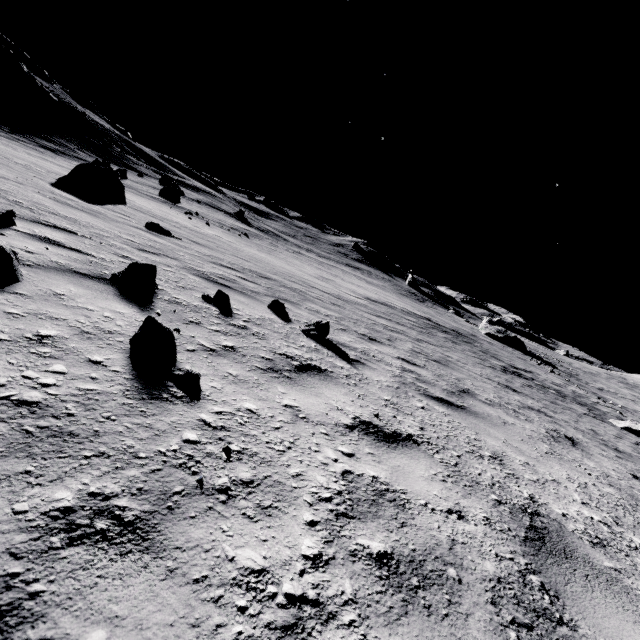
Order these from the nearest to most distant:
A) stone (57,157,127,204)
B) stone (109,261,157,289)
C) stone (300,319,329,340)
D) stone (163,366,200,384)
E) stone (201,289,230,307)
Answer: stone (163,366,200,384) → stone (109,261,157,289) → stone (201,289,230,307) → stone (300,319,329,340) → stone (57,157,127,204)

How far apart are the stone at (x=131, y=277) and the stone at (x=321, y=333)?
2.0 meters

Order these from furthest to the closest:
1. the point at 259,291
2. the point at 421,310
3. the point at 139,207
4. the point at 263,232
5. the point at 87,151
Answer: the point at 263,232
the point at 87,151
the point at 421,310
the point at 139,207
the point at 259,291

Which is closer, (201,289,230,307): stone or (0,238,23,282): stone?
(0,238,23,282): stone

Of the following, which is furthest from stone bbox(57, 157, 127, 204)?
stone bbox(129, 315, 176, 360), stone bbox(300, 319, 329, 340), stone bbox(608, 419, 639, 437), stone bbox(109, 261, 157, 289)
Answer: stone bbox(608, 419, 639, 437)

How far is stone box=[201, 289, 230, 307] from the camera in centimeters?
415cm

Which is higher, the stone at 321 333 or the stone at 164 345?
the stone at 164 345

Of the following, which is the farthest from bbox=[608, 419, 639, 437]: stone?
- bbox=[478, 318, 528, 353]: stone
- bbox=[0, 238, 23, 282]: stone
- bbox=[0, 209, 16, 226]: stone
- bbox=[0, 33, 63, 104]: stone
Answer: bbox=[0, 33, 63, 104]: stone
